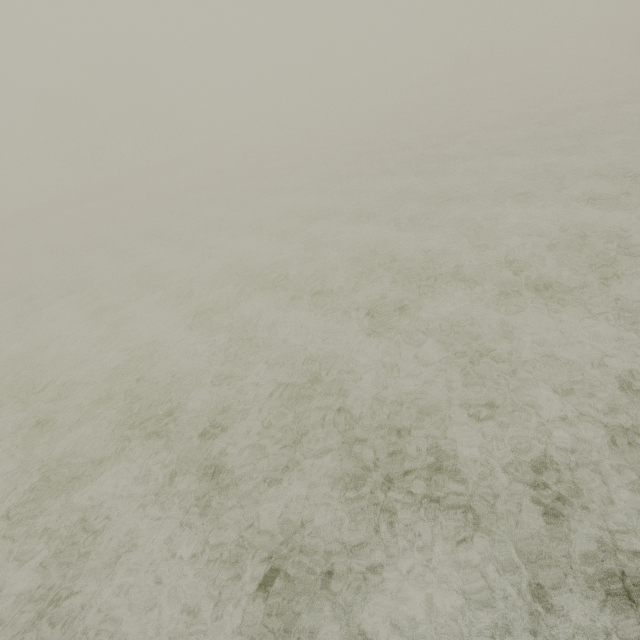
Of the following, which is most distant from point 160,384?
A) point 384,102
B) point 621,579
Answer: point 384,102
